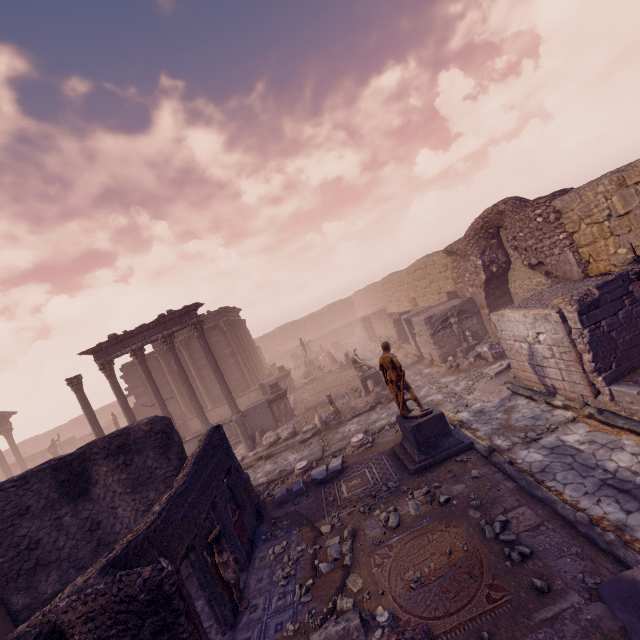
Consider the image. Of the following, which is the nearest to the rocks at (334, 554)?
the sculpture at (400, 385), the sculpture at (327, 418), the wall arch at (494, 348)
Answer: the sculpture at (400, 385)

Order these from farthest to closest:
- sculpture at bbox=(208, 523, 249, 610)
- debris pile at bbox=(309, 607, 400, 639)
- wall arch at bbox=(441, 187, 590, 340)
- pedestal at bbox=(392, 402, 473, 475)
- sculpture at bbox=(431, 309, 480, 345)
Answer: sculpture at bbox=(431, 309, 480, 345), wall arch at bbox=(441, 187, 590, 340), pedestal at bbox=(392, 402, 473, 475), sculpture at bbox=(208, 523, 249, 610), debris pile at bbox=(309, 607, 400, 639)

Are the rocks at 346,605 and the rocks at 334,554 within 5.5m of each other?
yes

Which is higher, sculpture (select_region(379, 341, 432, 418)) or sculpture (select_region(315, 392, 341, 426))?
sculpture (select_region(379, 341, 432, 418))

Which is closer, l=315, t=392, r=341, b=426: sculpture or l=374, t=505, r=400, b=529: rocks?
l=374, t=505, r=400, b=529: rocks

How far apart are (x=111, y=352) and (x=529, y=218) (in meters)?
19.96

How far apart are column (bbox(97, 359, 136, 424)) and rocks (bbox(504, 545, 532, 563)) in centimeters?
1736cm

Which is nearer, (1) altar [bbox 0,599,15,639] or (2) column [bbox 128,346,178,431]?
(1) altar [bbox 0,599,15,639]
